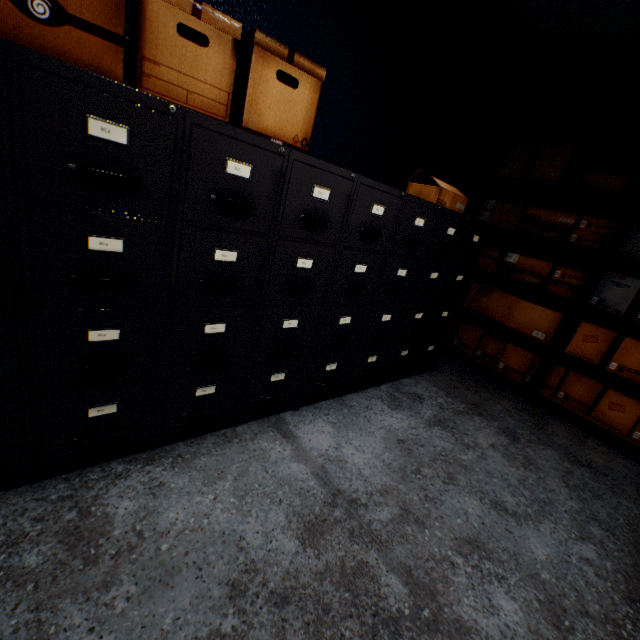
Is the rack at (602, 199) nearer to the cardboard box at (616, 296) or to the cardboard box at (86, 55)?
the cardboard box at (616, 296)

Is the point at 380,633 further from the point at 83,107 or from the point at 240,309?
the point at 83,107

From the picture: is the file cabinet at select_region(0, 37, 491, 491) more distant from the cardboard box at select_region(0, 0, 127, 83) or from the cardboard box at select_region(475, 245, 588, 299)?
the cardboard box at select_region(475, 245, 588, 299)

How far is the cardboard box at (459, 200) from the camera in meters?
2.1 m

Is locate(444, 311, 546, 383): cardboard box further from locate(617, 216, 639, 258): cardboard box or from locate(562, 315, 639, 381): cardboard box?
locate(617, 216, 639, 258): cardboard box

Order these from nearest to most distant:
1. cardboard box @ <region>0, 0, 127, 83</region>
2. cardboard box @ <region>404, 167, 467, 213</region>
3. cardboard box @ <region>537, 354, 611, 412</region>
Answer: cardboard box @ <region>0, 0, 127, 83</region> → cardboard box @ <region>404, 167, 467, 213</region> → cardboard box @ <region>537, 354, 611, 412</region>

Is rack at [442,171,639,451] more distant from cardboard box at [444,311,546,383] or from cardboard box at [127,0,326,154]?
cardboard box at [127,0,326,154]

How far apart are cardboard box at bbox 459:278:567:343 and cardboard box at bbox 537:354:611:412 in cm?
14
